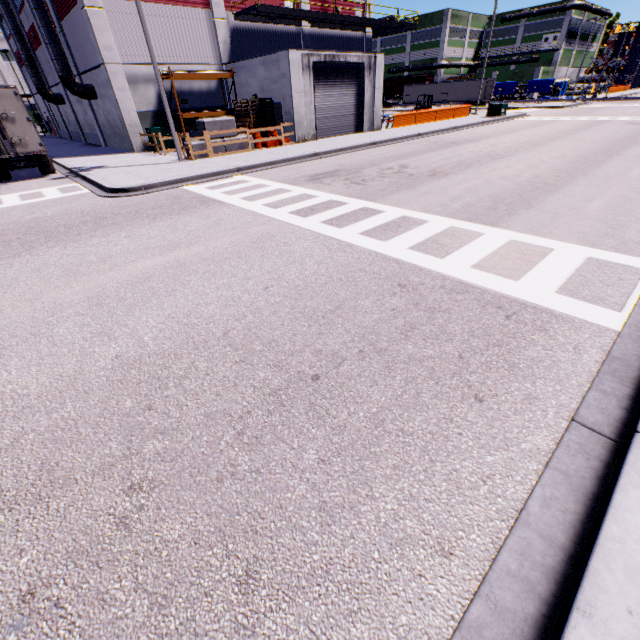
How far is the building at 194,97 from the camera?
22.91m

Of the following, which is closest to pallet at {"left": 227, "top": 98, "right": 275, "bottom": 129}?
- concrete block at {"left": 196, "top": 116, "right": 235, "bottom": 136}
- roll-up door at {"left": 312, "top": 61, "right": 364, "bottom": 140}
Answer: concrete block at {"left": 196, "top": 116, "right": 235, "bottom": 136}

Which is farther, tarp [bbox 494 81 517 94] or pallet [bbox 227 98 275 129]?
tarp [bbox 494 81 517 94]

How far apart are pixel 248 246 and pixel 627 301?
7.0 meters

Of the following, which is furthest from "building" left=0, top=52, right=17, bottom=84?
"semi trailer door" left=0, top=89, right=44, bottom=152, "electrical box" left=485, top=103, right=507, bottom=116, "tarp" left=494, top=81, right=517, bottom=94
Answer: "semi trailer door" left=0, top=89, right=44, bottom=152

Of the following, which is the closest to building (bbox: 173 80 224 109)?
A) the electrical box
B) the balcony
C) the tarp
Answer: the balcony

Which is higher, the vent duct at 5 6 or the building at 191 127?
the vent duct at 5 6

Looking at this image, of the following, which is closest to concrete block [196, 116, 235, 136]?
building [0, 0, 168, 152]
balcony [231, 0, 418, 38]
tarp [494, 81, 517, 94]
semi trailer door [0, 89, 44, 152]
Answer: building [0, 0, 168, 152]
